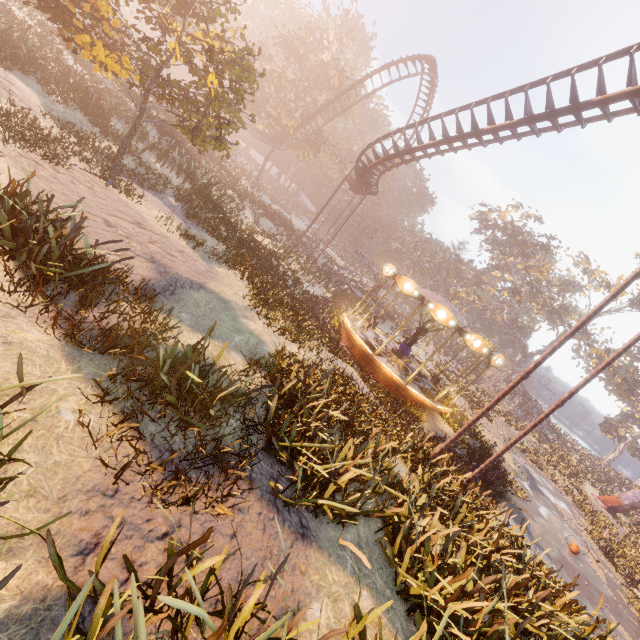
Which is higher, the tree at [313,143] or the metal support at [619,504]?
the tree at [313,143]

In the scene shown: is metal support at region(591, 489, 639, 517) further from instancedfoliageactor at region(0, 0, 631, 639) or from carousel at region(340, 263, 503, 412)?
carousel at region(340, 263, 503, 412)

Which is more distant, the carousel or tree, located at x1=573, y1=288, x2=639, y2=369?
tree, located at x1=573, y1=288, x2=639, y2=369

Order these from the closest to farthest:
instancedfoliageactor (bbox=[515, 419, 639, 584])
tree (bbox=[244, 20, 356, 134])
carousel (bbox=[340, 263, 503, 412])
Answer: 1. carousel (bbox=[340, 263, 503, 412])
2. instancedfoliageactor (bbox=[515, 419, 639, 584])
3. tree (bbox=[244, 20, 356, 134])

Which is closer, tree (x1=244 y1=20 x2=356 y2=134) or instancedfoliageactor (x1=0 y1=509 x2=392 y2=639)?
instancedfoliageactor (x1=0 y1=509 x2=392 y2=639)

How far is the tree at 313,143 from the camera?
38.8 meters

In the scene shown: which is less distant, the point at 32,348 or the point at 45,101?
the point at 32,348

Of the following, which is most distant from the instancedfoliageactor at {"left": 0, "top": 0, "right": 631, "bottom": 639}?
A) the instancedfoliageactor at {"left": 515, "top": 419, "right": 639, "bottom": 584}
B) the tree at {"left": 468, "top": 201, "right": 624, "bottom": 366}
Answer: the tree at {"left": 468, "top": 201, "right": 624, "bottom": 366}
